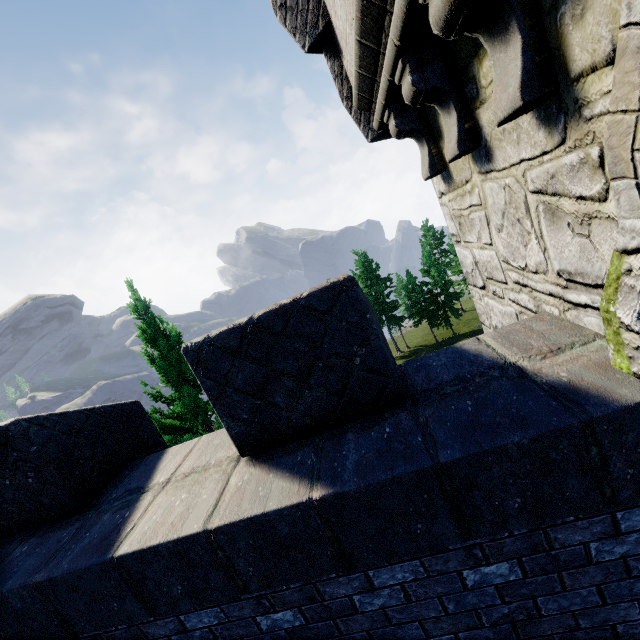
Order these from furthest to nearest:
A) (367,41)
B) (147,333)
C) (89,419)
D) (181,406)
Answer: (147,333) < (181,406) < (89,419) < (367,41)

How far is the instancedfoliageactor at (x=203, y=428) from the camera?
9.1m

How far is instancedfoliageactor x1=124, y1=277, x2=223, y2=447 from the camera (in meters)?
9.08

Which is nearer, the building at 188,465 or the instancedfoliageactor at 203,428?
the building at 188,465

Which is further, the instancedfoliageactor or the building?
the instancedfoliageactor
